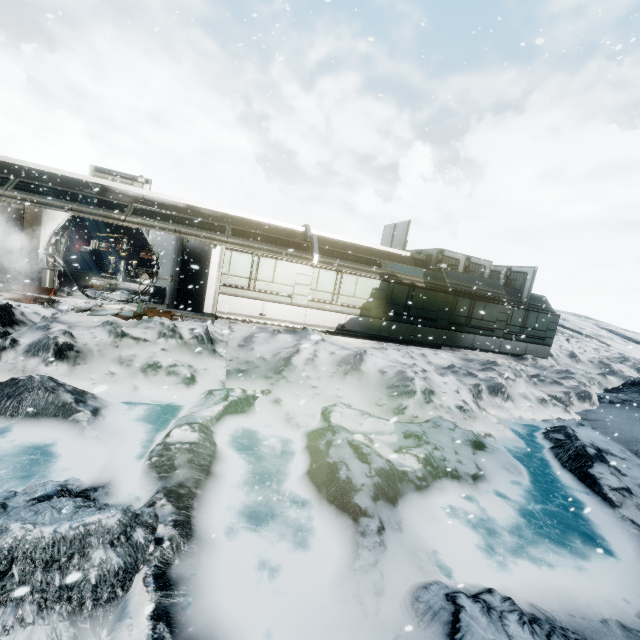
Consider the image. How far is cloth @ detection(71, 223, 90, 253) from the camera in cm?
1931

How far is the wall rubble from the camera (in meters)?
9.91

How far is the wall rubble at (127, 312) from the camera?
9.91m

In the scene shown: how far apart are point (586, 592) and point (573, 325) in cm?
4379

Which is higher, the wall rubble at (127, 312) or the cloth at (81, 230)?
the cloth at (81, 230)

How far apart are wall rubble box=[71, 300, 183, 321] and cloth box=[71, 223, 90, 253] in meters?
11.3

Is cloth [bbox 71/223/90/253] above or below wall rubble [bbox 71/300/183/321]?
above

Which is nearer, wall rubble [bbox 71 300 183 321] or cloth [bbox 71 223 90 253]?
wall rubble [bbox 71 300 183 321]
